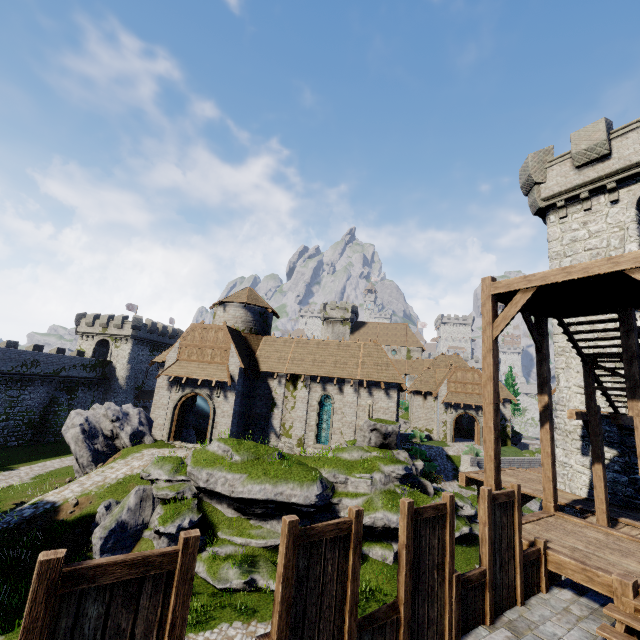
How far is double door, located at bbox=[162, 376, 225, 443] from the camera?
23.7m

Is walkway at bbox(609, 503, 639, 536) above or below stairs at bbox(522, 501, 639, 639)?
below

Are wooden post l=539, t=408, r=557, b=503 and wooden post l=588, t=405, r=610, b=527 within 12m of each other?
yes

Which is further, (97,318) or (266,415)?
(97,318)

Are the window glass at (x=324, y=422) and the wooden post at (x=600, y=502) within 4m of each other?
no

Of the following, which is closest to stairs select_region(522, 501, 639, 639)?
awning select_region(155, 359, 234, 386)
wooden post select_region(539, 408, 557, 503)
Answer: wooden post select_region(539, 408, 557, 503)

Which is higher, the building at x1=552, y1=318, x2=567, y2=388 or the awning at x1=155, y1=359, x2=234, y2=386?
the building at x1=552, y1=318, x2=567, y2=388

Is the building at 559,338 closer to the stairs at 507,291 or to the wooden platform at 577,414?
the wooden platform at 577,414
